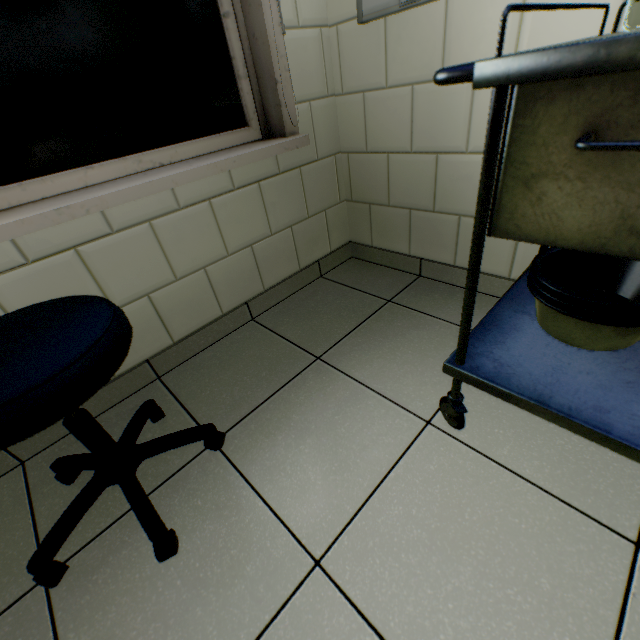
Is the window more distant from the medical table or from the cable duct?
the medical table

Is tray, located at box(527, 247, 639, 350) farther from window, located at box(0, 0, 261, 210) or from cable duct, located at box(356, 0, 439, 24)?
window, located at box(0, 0, 261, 210)

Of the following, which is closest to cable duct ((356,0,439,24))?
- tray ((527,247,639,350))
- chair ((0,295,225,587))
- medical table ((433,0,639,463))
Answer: medical table ((433,0,639,463))

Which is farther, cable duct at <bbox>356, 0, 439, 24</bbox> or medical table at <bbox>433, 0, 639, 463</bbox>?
cable duct at <bbox>356, 0, 439, 24</bbox>

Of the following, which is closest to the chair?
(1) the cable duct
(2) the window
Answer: (2) the window

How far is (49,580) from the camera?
0.78m

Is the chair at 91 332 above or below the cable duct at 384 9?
below

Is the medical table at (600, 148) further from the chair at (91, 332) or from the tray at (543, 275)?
the chair at (91, 332)
